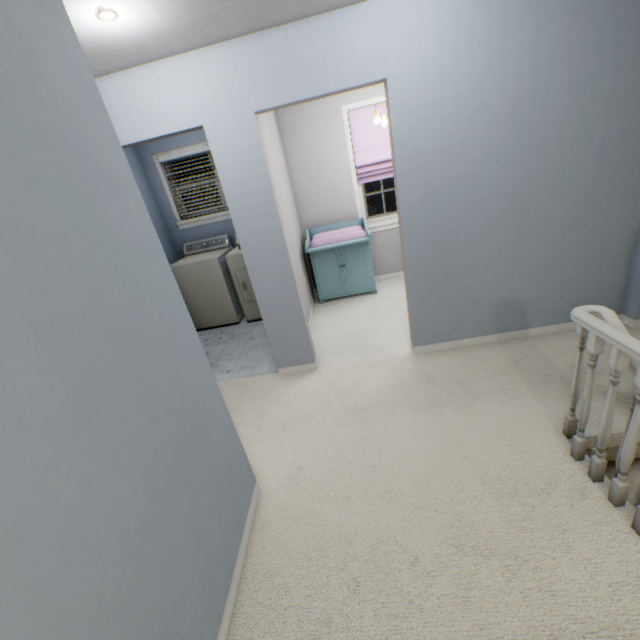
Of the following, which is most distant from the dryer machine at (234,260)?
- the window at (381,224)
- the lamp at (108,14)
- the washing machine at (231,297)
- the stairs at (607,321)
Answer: the stairs at (607,321)

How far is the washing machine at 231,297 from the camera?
4.2m

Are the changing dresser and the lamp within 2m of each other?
no

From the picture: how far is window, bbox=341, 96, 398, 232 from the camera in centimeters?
401cm

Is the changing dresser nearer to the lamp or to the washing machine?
the washing machine

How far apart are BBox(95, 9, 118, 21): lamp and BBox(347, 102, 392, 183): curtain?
3.1 meters

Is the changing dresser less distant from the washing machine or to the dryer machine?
the dryer machine

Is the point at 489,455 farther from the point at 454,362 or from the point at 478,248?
the point at 478,248
